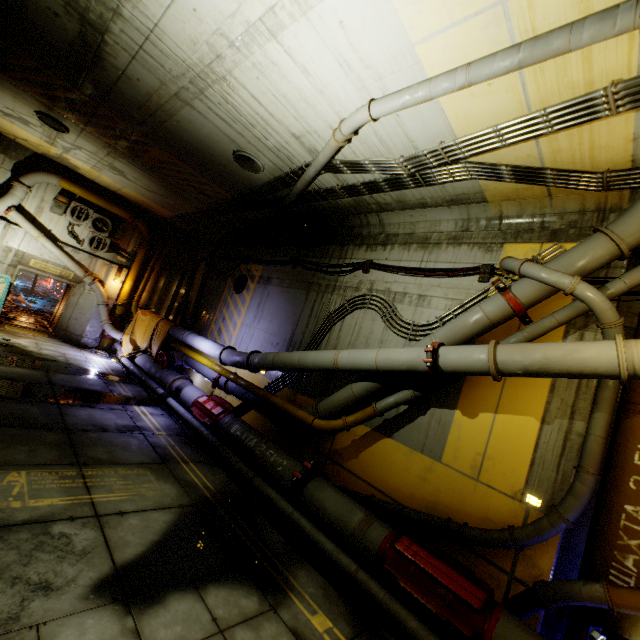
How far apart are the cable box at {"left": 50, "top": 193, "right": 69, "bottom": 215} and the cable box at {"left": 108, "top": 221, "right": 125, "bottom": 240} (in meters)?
1.73

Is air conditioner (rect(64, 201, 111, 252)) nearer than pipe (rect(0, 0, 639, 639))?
No

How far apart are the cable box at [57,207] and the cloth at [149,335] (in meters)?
4.92

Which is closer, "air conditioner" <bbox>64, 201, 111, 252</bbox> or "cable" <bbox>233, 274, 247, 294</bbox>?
"cable" <bbox>233, 274, 247, 294</bbox>

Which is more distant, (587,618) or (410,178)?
(410,178)

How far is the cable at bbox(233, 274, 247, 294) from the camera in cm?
1236

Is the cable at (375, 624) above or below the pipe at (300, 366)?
below
